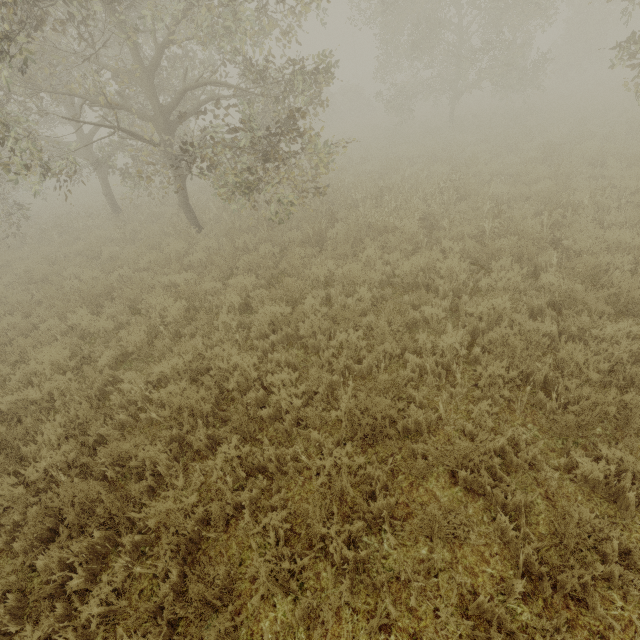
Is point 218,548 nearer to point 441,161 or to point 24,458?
point 24,458

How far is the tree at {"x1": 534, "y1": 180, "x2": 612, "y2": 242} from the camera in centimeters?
666cm

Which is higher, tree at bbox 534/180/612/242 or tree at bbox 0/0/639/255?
tree at bbox 0/0/639/255

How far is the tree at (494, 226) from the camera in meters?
7.1 m
